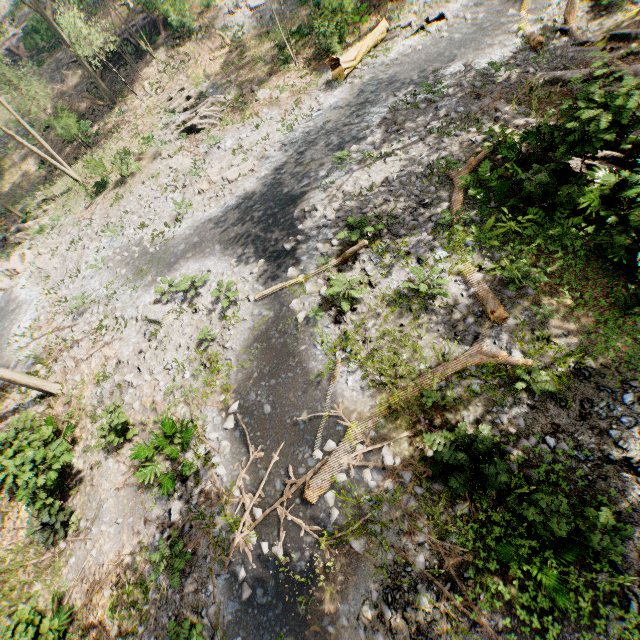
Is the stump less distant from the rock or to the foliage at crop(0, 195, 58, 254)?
the foliage at crop(0, 195, 58, 254)

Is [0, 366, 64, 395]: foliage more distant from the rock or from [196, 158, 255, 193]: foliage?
the rock

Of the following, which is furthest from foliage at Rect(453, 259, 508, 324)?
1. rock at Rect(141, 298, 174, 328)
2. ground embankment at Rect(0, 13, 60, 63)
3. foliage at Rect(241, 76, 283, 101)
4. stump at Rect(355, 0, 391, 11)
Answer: rock at Rect(141, 298, 174, 328)

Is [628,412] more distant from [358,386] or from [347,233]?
[347,233]

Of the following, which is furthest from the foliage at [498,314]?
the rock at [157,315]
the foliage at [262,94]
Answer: the rock at [157,315]

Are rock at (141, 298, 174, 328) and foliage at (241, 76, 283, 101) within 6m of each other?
no

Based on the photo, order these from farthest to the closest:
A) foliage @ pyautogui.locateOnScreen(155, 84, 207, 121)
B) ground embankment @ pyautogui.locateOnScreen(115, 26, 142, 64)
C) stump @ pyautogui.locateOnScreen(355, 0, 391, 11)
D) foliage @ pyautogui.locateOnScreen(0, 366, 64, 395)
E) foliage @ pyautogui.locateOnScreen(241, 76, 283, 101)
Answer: ground embankment @ pyautogui.locateOnScreen(115, 26, 142, 64) → foliage @ pyautogui.locateOnScreen(155, 84, 207, 121) → foliage @ pyautogui.locateOnScreen(241, 76, 283, 101) → stump @ pyautogui.locateOnScreen(355, 0, 391, 11) → foliage @ pyautogui.locateOnScreen(0, 366, 64, 395)

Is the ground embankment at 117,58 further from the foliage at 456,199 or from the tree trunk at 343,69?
the tree trunk at 343,69
